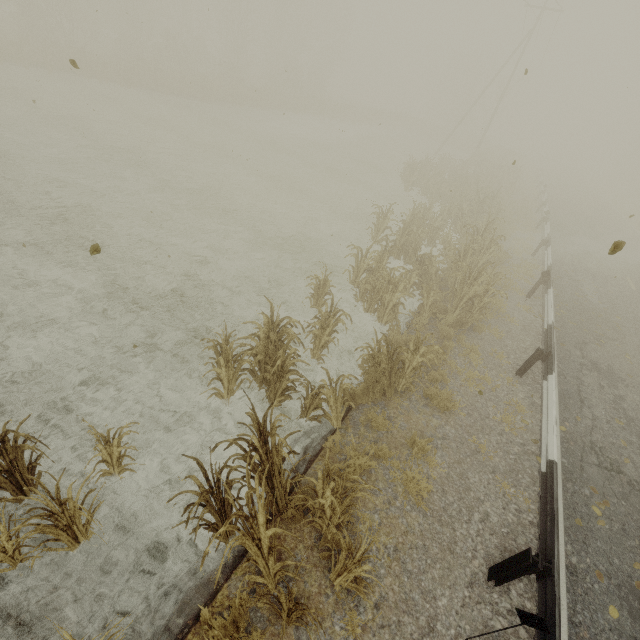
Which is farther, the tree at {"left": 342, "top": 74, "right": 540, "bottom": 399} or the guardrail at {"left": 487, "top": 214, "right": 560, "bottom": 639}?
the tree at {"left": 342, "top": 74, "right": 540, "bottom": 399}

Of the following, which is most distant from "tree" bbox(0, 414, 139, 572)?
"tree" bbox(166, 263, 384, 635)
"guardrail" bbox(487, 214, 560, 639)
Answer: "guardrail" bbox(487, 214, 560, 639)

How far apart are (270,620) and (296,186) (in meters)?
17.30

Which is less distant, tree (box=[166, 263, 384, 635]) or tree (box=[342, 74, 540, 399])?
tree (box=[166, 263, 384, 635])

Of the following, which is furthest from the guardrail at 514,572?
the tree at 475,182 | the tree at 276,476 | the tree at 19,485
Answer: the tree at 19,485

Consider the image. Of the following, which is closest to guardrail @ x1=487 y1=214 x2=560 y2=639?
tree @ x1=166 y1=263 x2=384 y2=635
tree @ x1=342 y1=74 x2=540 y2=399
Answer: tree @ x1=342 y1=74 x2=540 y2=399

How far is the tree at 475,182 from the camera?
6.6m

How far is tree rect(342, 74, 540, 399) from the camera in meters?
6.6
